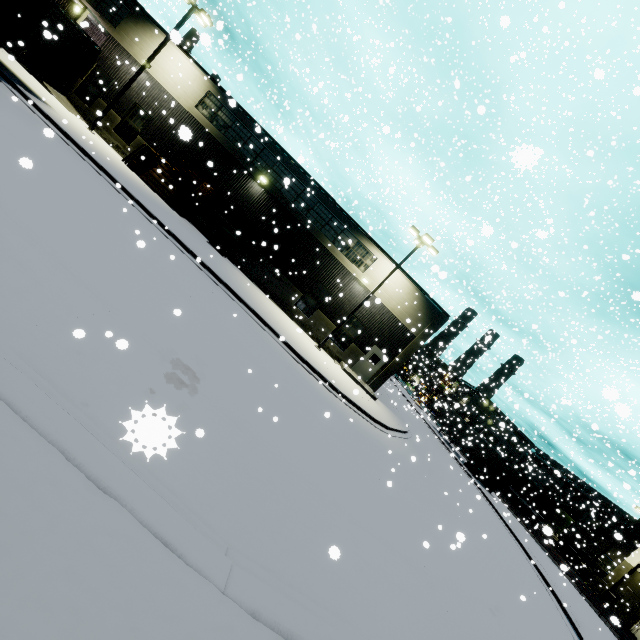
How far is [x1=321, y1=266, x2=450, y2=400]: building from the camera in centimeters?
2275cm

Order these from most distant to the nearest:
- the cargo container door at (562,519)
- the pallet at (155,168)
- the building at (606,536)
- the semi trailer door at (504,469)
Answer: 1. the building at (606,536)
2. the cargo container door at (562,519)
3. the semi trailer door at (504,469)
4. the pallet at (155,168)

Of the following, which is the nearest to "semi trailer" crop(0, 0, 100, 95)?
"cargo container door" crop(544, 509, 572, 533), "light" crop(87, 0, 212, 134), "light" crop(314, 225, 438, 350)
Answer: "cargo container door" crop(544, 509, 572, 533)

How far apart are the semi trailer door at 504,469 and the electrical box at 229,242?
32.1m

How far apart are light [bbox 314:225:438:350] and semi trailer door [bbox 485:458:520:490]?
23.8 meters

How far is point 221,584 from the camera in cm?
314

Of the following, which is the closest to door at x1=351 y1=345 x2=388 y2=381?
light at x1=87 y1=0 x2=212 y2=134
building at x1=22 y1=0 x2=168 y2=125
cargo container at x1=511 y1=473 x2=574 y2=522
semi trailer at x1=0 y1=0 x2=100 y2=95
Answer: building at x1=22 y1=0 x2=168 y2=125

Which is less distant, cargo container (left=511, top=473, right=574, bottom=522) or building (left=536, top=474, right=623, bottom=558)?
cargo container (left=511, top=473, right=574, bottom=522)
